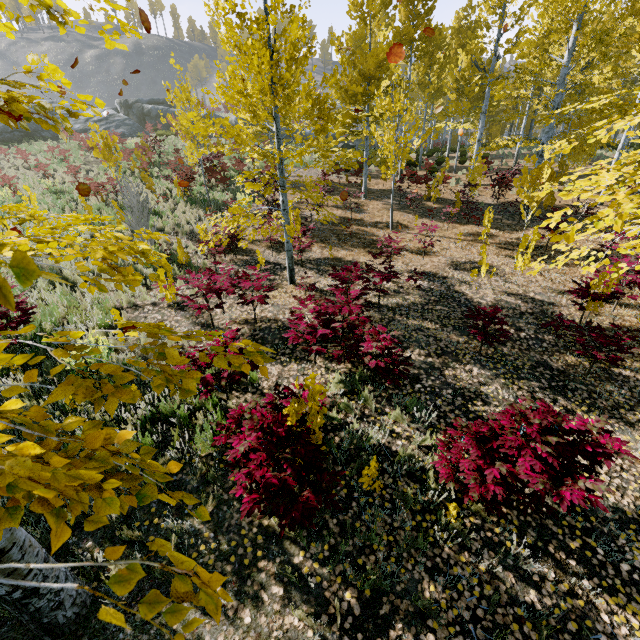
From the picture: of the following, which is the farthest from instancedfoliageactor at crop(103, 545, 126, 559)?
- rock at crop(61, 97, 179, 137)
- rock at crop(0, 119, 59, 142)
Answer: rock at crop(0, 119, 59, 142)

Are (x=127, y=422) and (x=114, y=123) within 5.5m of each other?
no

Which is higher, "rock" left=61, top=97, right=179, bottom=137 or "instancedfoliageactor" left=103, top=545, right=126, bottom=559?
"rock" left=61, top=97, right=179, bottom=137

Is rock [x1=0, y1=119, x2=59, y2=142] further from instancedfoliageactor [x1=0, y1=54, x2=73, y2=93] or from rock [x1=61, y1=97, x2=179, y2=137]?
instancedfoliageactor [x1=0, y1=54, x2=73, y2=93]

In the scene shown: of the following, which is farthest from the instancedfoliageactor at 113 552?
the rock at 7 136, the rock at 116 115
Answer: the rock at 7 136

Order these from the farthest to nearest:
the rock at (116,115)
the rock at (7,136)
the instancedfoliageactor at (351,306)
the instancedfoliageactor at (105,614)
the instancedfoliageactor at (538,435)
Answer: the rock at (116,115)
the rock at (7,136)
the instancedfoliageactor at (351,306)
the instancedfoliageactor at (538,435)
the instancedfoliageactor at (105,614)
